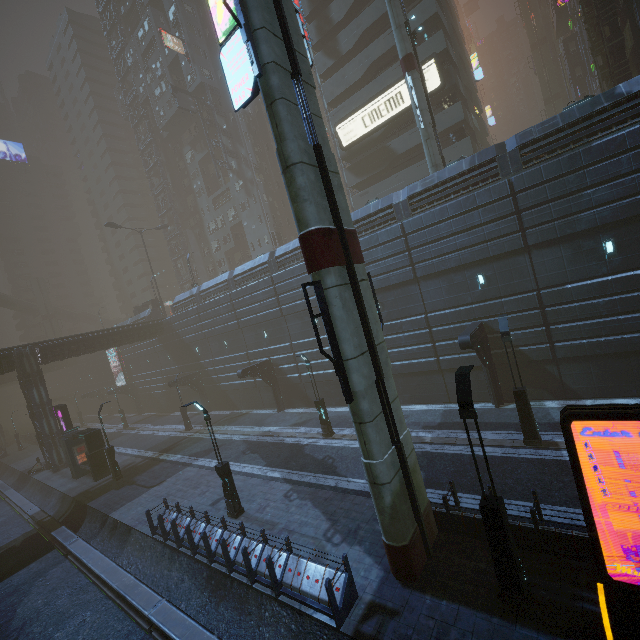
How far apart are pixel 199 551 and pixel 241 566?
2.6m

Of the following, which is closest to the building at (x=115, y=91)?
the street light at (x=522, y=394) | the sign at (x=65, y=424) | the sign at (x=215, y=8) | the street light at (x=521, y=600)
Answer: the sign at (x=215, y=8)

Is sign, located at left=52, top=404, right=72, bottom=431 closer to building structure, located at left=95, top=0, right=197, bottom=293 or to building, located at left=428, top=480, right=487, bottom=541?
building, located at left=428, top=480, right=487, bottom=541

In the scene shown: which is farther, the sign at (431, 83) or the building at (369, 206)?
the sign at (431, 83)

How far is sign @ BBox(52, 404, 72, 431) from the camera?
27.7 meters

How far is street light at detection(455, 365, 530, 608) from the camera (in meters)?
7.55

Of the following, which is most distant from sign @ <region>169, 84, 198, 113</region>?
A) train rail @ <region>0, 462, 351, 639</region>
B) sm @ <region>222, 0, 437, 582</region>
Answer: train rail @ <region>0, 462, 351, 639</region>

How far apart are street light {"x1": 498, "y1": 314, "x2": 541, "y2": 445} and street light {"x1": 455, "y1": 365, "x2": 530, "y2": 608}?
6.68m
